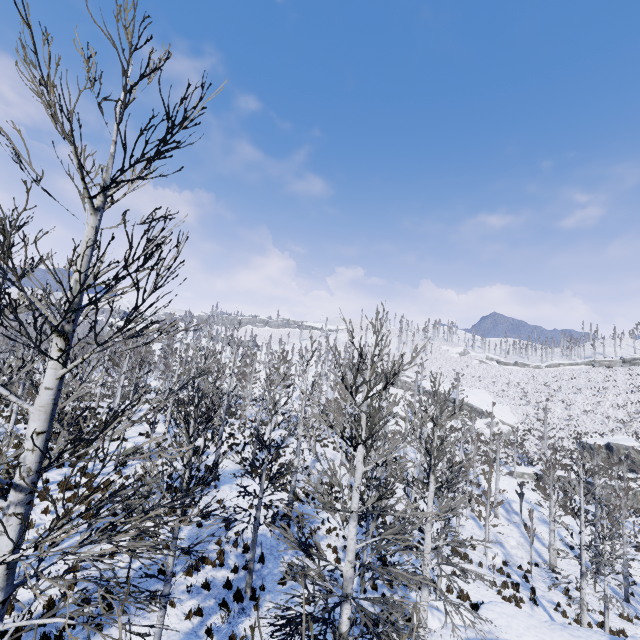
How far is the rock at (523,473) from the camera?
46.6 meters

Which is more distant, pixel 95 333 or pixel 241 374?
pixel 241 374

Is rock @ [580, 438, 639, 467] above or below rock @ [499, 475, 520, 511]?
above

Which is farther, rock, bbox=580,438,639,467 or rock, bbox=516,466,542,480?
rock, bbox=516,466,542,480

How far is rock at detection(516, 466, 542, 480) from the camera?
46.6 meters

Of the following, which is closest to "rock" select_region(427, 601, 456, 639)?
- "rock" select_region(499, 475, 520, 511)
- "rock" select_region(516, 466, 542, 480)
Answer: "rock" select_region(499, 475, 520, 511)

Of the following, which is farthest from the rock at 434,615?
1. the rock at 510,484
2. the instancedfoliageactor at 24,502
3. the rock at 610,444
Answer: the rock at 610,444

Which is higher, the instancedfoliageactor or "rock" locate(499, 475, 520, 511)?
the instancedfoliageactor
